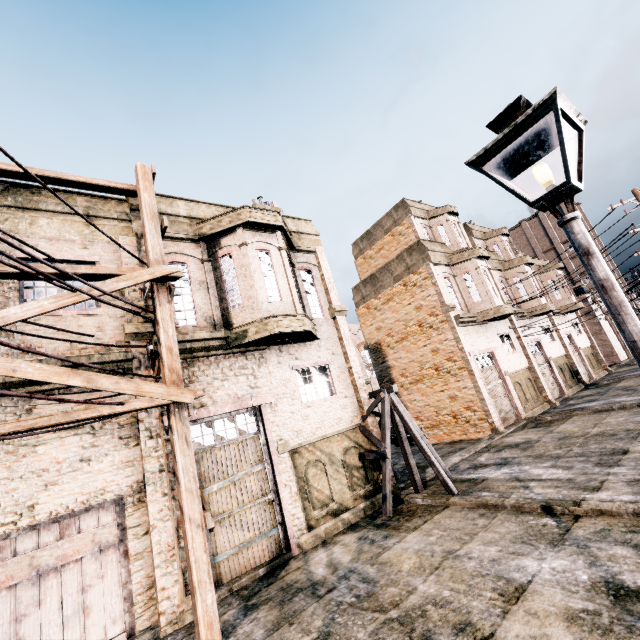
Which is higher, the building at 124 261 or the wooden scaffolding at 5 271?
the building at 124 261

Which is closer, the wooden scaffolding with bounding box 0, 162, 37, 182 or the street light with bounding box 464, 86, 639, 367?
the street light with bounding box 464, 86, 639, 367

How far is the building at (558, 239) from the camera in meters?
59.1

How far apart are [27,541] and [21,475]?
1.37m

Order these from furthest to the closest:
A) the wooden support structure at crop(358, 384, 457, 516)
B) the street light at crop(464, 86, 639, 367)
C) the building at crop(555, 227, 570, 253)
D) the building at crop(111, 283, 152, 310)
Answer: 1. the building at crop(555, 227, 570, 253)
2. the wooden support structure at crop(358, 384, 457, 516)
3. the building at crop(111, 283, 152, 310)
4. the street light at crop(464, 86, 639, 367)

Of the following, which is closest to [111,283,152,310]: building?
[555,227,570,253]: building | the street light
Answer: the street light

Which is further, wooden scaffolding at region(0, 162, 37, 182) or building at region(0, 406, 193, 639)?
wooden scaffolding at region(0, 162, 37, 182)

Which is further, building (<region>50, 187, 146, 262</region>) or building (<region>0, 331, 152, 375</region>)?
building (<region>50, 187, 146, 262</region>)
